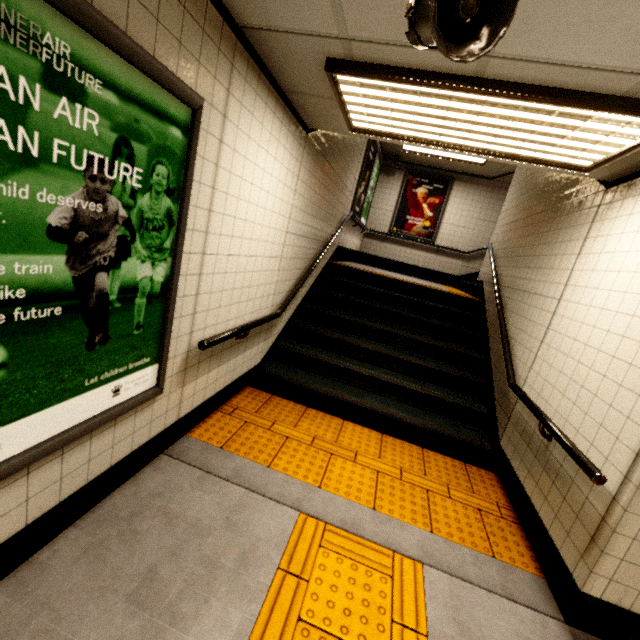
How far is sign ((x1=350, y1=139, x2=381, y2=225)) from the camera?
6.5m

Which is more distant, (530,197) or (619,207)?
(530,197)

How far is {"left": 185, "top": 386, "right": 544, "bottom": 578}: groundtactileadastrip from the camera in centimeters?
256cm

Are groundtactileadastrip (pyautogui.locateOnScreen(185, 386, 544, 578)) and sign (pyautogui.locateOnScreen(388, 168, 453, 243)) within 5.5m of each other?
no

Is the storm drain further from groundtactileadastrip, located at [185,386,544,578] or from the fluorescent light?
groundtactileadastrip, located at [185,386,544,578]

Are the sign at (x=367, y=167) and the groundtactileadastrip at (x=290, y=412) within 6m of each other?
yes

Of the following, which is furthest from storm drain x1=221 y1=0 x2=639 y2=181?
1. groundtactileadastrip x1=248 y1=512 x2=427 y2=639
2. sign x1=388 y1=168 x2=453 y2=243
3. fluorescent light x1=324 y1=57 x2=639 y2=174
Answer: sign x1=388 y1=168 x2=453 y2=243

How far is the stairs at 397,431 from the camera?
3.5m
